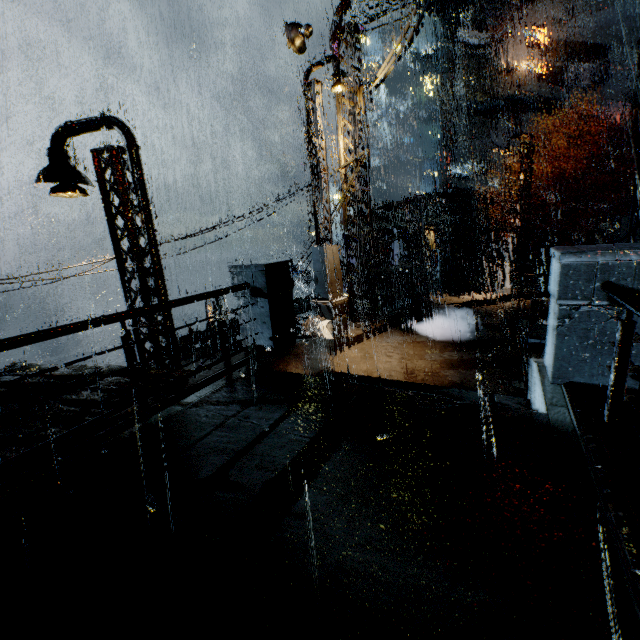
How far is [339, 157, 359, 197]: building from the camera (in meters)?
10.32

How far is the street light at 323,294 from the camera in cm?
841

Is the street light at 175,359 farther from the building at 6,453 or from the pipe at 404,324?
the pipe at 404,324

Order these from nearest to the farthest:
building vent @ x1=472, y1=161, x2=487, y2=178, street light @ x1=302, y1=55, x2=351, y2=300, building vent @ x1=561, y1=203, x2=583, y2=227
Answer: street light @ x1=302, y1=55, x2=351, y2=300 < building vent @ x1=561, y1=203, x2=583, y2=227 < building vent @ x1=472, y1=161, x2=487, y2=178

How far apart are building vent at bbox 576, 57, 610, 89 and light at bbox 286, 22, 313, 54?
43.9m

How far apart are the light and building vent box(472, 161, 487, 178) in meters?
43.8

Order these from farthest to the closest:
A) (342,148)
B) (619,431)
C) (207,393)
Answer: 1. (342,148)
2. (207,393)
3. (619,431)

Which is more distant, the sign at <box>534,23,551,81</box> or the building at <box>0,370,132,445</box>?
the sign at <box>534,23,551,81</box>
